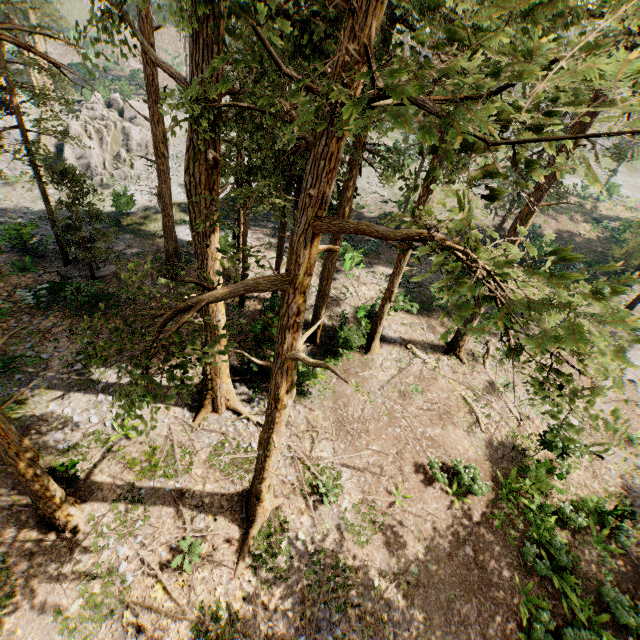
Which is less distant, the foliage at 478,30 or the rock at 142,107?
Result: the foliage at 478,30

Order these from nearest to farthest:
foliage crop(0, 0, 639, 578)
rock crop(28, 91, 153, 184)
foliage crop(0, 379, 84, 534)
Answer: foliage crop(0, 0, 639, 578) → foliage crop(0, 379, 84, 534) → rock crop(28, 91, 153, 184)

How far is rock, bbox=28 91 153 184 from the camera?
31.45m

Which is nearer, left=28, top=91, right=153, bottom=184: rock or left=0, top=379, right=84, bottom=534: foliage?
left=0, top=379, right=84, bottom=534: foliage

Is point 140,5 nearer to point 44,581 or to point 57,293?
point 44,581

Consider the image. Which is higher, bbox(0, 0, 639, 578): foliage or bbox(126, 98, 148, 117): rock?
bbox(126, 98, 148, 117): rock

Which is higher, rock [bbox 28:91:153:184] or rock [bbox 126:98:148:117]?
rock [bbox 126:98:148:117]

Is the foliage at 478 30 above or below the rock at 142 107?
below
